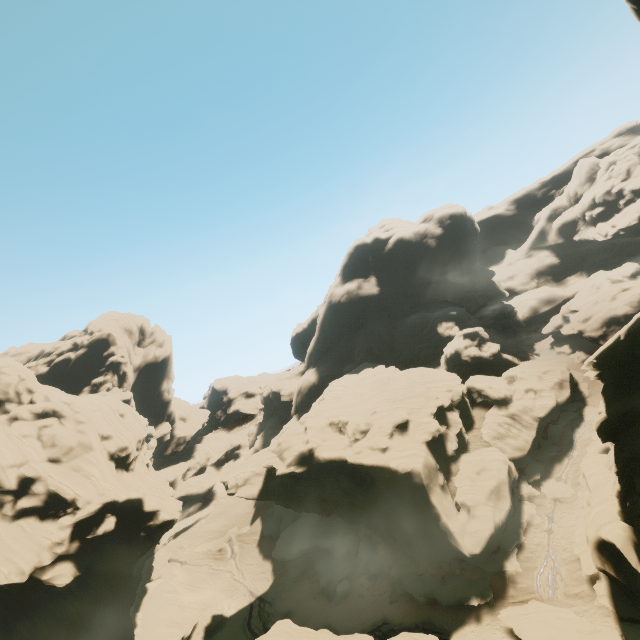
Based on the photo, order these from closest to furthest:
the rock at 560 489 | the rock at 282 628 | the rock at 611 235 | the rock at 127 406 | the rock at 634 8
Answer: the rock at 634 8 < the rock at 282 628 < the rock at 127 406 < the rock at 560 489 < the rock at 611 235

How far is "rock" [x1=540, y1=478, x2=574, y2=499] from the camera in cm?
3191

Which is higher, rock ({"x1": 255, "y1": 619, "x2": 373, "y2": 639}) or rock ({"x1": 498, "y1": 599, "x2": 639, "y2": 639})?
rock ({"x1": 255, "y1": 619, "x2": 373, "y2": 639})

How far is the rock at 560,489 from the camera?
31.9m

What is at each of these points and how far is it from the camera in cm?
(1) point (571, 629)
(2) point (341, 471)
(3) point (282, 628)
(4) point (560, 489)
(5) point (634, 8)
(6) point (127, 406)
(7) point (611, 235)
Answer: (1) rock, 2238
(2) rock, 3897
(3) rock, 2511
(4) rock, 3253
(5) rock, 1518
(6) rock, 5331
(7) rock, 5881

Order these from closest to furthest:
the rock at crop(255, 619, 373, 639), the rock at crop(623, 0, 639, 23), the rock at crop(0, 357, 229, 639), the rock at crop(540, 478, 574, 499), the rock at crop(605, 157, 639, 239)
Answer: the rock at crop(623, 0, 639, 23) → the rock at crop(255, 619, 373, 639) → the rock at crop(0, 357, 229, 639) → the rock at crop(540, 478, 574, 499) → the rock at crop(605, 157, 639, 239)

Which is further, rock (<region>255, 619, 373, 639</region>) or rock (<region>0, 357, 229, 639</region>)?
rock (<region>0, 357, 229, 639</region>)
